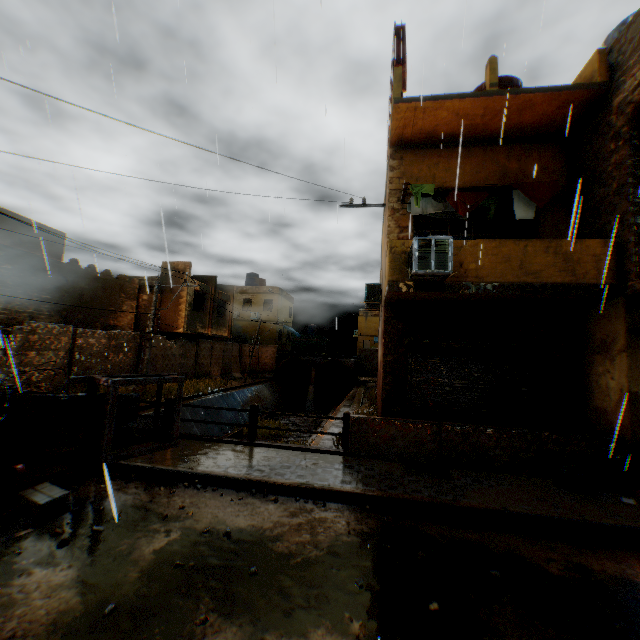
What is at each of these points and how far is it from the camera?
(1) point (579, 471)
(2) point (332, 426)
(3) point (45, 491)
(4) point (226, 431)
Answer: (1) trash bag, 6.1m
(2) concrete channel, 13.4m
(3) cardboard box, 4.7m
(4) concrete channel, 18.9m

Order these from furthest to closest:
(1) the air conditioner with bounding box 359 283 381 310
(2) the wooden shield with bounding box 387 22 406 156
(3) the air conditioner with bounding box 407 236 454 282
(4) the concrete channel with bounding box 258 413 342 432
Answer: (1) the air conditioner with bounding box 359 283 381 310
(4) the concrete channel with bounding box 258 413 342 432
(2) the wooden shield with bounding box 387 22 406 156
(3) the air conditioner with bounding box 407 236 454 282

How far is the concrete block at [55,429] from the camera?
6.9 meters

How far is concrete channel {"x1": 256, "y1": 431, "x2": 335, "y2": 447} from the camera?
10.9m

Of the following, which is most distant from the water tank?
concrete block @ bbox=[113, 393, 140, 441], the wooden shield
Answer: concrete block @ bbox=[113, 393, 140, 441]

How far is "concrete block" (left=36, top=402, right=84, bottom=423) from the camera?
7.0m

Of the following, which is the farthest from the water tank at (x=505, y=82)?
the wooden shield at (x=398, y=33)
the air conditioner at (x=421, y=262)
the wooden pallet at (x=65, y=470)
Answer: the wooden pallet at (x=65, y=470)
